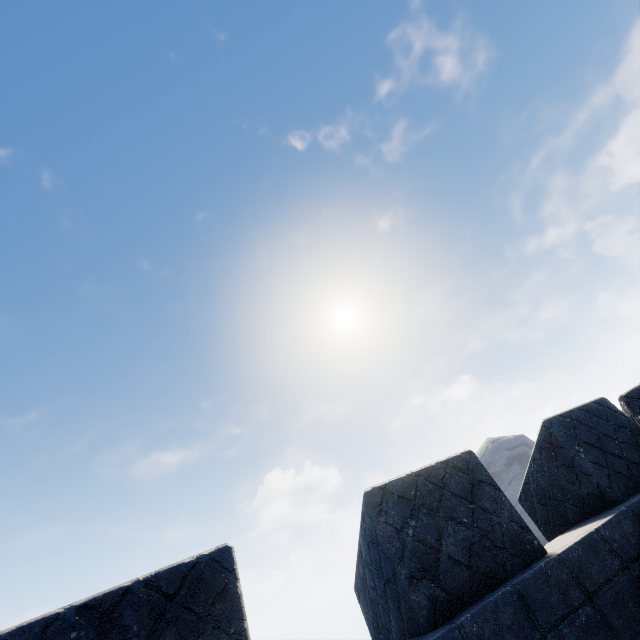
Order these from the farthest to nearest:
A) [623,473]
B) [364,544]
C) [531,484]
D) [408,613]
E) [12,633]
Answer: [531,484] < [623,473] < [364,544] < [408,613] < [12,633]
